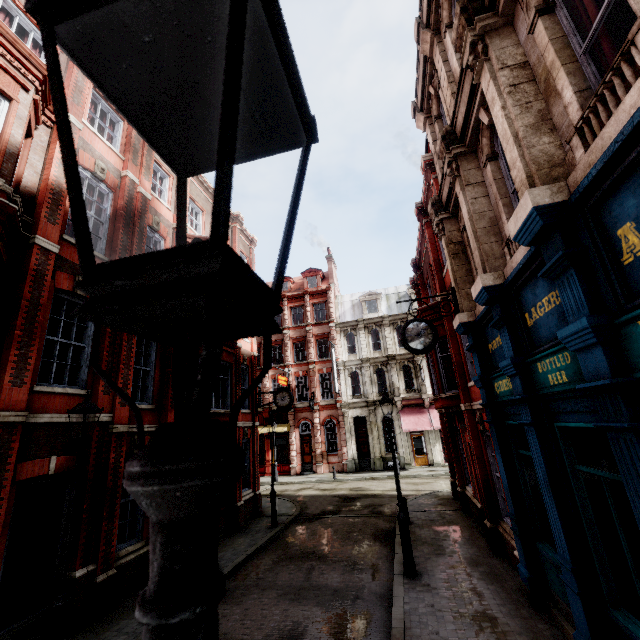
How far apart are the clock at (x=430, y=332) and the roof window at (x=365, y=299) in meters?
24.2 m

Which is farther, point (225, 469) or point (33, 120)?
point (33, 120)

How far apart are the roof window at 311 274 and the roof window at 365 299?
4.67m

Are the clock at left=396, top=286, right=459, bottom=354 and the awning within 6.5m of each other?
no

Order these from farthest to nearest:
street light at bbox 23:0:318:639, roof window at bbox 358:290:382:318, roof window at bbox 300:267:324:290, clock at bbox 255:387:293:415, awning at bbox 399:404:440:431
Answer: roof window at bbox 300:267:324:290 < roof window at bbox 358:290:382:318 < awning at bbox 399:404:440:431 < clock at bbox 255:387:293:415 < street light at bbox 23:0:318:639

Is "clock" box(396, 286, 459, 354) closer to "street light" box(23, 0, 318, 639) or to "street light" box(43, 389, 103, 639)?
"street light" box(43, 389, 103, 639)

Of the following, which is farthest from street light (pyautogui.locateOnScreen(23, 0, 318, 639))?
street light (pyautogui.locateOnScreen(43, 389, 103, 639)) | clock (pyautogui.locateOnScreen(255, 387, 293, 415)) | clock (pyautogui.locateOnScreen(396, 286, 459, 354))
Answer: clock (pyautogui.locateOnScreen(255, 387, 293, 415))

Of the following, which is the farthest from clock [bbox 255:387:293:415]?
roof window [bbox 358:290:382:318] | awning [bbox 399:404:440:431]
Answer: roof window [bbox 358:290:382:318]
